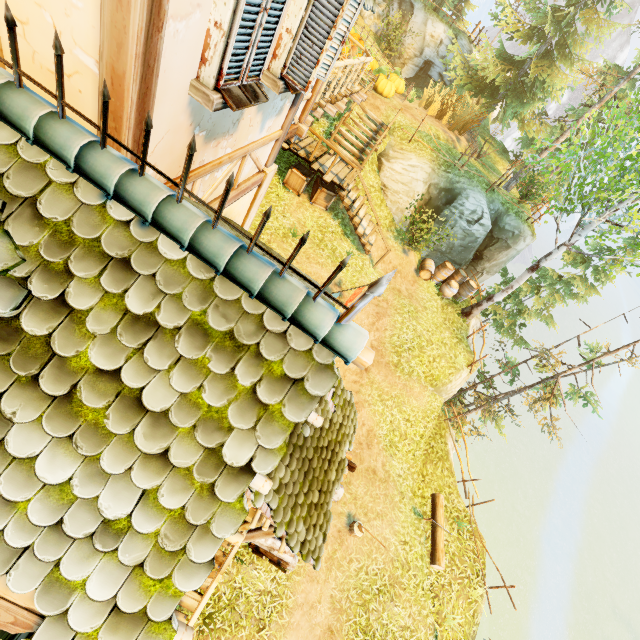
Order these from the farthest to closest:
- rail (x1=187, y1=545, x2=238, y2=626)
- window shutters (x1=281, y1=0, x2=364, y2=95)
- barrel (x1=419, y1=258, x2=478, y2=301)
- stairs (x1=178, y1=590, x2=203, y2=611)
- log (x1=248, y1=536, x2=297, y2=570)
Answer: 1. barrel (x1=419, y1=258, x2=478, y2=301)
2. log (x1=248, y1=536, x2=297, y2=570)
3. stairs (x1=178, y1=590, x2=203, y2=611)
4. rail (x1=187, y1=545, x2=238, y2=626)
5. window shutters (x1=281, y1=0, x2=364, y2=95)

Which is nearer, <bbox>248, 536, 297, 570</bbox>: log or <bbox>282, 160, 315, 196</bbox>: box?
<bbox>248, 536, 297, 570</bbox>: log

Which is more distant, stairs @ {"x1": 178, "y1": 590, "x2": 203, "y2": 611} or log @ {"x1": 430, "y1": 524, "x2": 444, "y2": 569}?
log @ {"x1": 430, "y1": 524, "x2": 444, "y2": 569}

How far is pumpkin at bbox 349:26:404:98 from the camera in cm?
1500

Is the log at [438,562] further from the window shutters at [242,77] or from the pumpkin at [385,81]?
the pumpkin at [385,81]

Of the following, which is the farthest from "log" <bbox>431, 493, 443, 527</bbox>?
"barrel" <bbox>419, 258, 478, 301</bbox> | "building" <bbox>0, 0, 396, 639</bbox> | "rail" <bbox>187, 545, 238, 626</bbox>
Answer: "barrel" <bbox>419, 258, 478, 301</bbox>

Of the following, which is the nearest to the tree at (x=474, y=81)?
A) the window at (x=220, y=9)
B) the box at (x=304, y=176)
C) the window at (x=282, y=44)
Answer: the box at (x=304, y=176)

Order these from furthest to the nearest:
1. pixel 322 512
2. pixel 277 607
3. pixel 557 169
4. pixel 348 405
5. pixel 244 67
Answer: pixel 557 169 → pixel 277 607 → pixel 348 405 → pixel 322 512 → pixel 244 67
